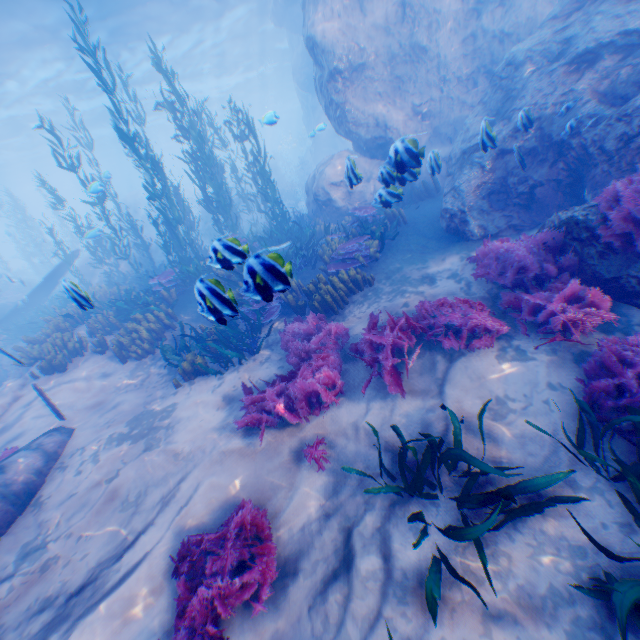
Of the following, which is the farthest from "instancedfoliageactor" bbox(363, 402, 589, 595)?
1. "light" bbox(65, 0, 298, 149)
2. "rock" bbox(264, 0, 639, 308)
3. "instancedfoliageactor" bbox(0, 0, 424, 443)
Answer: "light" bbox(65, 0, 298, 149)

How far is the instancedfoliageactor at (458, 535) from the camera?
2.84m

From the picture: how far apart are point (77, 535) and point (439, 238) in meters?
8.9 m

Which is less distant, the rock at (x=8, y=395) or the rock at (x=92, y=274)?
the rock at (x=8, y=395)

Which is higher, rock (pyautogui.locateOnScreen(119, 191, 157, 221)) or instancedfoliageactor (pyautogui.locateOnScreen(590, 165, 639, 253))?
rock (pyautogui.locateOnScreen(119, 191, 157, 221))

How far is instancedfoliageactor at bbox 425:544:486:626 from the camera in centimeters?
257cm

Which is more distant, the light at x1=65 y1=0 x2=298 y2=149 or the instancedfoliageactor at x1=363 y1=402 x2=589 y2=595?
the light at x1=65 y1=0 x2=298 y2=149

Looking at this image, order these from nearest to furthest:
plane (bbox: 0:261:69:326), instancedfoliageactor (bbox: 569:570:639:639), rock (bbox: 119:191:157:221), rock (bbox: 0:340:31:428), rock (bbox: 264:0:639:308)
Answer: instancedfoliageactor (bbox: 569:570:639:639), rock (bbox: 264:0:639:308), rock (bbox: 0:340:31:428), plane (bbox: 0:261:69:326), rock (bbox: 119:191:157:221)
